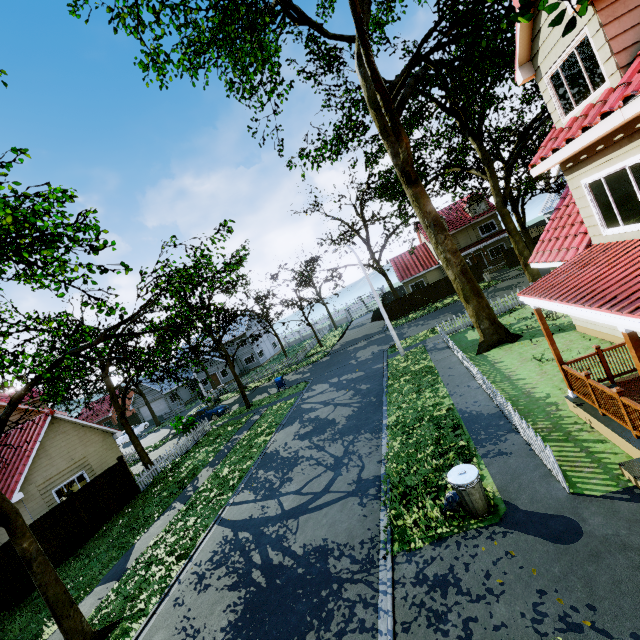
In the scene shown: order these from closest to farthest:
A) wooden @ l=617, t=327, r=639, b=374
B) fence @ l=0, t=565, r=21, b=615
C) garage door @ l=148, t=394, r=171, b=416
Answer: wooden @ l=617, t=327, r=639, b=374 → fence @ l=0, t=565, r=21, b=615 → garage door @ l=148, t=394, r=171, b=416

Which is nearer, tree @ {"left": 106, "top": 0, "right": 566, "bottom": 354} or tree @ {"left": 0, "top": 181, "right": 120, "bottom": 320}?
tree @ {"left": 0, "top": 181, "right": 120, "bottom": 320}

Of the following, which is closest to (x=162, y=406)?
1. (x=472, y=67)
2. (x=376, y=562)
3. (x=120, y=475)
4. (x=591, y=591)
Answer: (x=120, y=475)

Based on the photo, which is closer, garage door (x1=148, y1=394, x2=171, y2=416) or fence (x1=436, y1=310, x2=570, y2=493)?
fence (x1=436, y1=310, x2=570, y2=493)

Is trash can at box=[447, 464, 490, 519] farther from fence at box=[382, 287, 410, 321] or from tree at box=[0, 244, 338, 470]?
tree at box=[0, 244, 338, 470]

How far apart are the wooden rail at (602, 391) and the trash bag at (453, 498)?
3.25m

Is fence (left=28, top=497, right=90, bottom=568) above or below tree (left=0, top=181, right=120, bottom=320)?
below

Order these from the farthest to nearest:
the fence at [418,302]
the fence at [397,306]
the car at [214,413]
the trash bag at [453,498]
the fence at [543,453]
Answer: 1. the fence at [397,306]
2. the fence at [418,302]
3. the car at [214,413]
4. the trash bag at [453,498]
5. the fence at [543,453]
